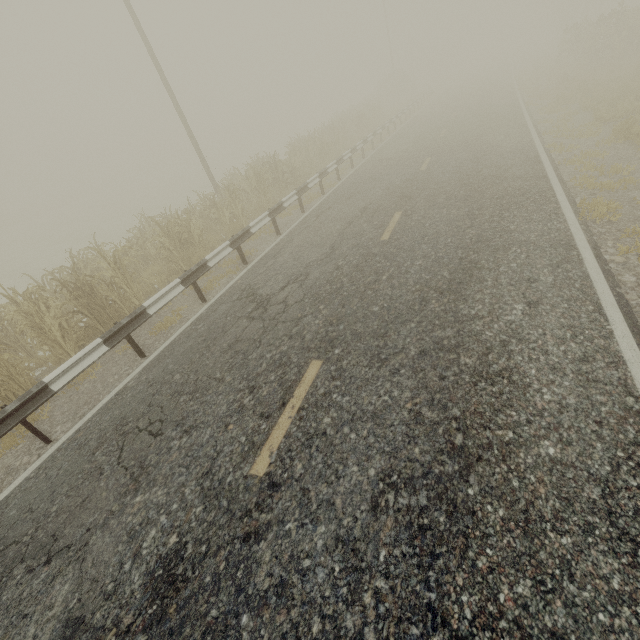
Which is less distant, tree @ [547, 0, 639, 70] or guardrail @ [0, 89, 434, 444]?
guardrail @ [0, 89, 434, 444]

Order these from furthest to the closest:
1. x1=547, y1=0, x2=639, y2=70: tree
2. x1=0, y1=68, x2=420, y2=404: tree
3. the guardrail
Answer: x1=547, y1=0, x2=639, y2=70: tree → x1=0, y1=68, x2=420, y2=404: tree → the guardrail

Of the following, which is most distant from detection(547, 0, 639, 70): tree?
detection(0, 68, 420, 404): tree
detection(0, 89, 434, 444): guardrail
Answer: detection(0, 68, 420, 404): tree

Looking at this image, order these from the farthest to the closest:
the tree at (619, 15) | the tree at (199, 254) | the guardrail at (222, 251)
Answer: the tree at (619, 15)
the tree at (199, 254)
the guardrail at (222, 251)

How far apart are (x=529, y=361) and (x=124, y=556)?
4.8m

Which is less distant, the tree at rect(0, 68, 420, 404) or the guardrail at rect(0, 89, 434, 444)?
the guardrail at rect(0, 89, 434, 444)

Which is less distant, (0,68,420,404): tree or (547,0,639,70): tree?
(0,68,420,404): tree

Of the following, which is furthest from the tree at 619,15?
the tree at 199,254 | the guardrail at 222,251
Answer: the tree at 199,254
